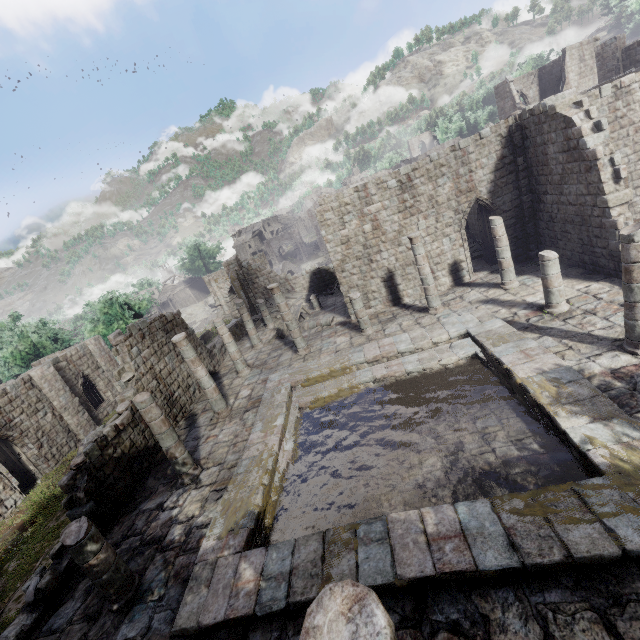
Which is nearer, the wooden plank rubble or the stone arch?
the wooden plank rubble

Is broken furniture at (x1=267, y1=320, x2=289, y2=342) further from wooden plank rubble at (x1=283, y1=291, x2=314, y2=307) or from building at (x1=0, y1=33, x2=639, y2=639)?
wooden plank rubble at (x1=283, y1=291, x2=314, y2=307)

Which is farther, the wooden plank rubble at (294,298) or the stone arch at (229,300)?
the stone arch at (229,300)

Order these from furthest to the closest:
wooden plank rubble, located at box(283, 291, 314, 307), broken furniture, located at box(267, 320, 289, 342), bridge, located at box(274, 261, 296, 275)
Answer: bridge, located at box(274, 261, 296, 275) → wooden plank rubble, located at box(283, 291, 314, 307) → broken furniture, located at box(267, 320, 289, 342)

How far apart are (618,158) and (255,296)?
24.2 meters

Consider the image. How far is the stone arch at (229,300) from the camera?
38.3m

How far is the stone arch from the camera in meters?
38.3

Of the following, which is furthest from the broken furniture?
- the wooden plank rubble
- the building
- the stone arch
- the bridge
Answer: the bridge
